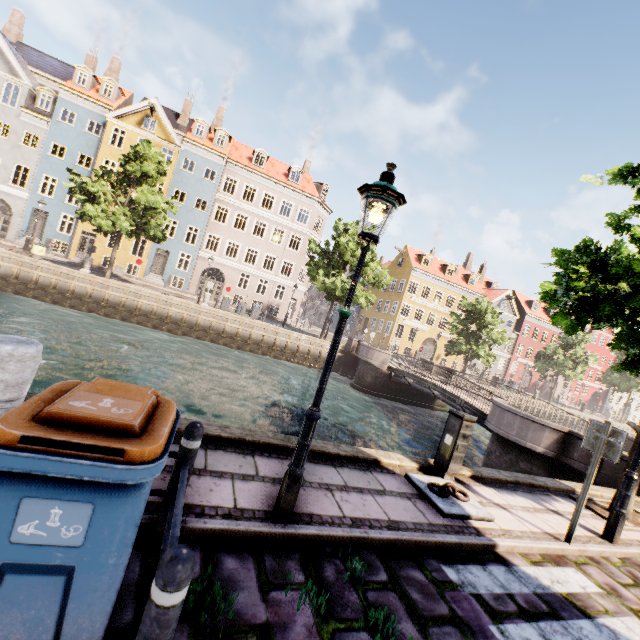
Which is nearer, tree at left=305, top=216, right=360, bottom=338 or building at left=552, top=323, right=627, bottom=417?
tree at left=305, top=216, right=360, bottom=338

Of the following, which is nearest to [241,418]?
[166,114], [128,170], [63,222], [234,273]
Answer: [128,170]

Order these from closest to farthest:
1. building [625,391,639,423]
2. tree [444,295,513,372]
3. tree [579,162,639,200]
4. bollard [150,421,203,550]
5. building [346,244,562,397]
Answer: bollard [150,421,203,550] → tree [579,162,639,200] → tree [444,295,513,372] → building [346,244,562,397] → building [625,391,639,423]

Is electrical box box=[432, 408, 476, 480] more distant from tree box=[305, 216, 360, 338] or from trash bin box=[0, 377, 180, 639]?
trash bin box=[0, 377, 180, 639]

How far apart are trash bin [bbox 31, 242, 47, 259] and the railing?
25.9m

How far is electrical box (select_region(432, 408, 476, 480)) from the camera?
5.7 meters

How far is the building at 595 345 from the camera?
51.19m

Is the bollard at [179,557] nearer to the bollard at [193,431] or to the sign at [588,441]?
the bollard at [193,431]
